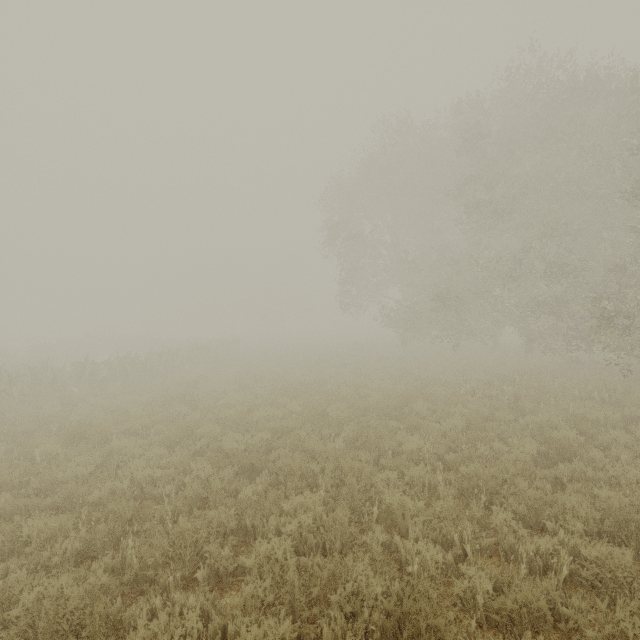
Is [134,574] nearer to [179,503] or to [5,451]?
[179,503]
